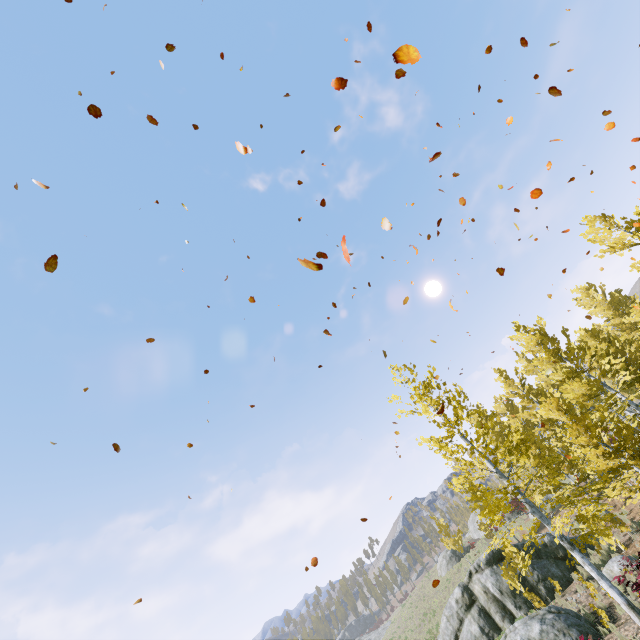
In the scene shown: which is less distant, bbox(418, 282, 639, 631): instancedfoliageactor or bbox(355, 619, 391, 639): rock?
bbox(418, 282, 639, 631): instancedfoliageactor

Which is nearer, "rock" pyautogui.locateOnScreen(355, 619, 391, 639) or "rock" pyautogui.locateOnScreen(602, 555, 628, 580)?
"rock" pyautogui.locateOnScreen(602, 555, 628, 580)

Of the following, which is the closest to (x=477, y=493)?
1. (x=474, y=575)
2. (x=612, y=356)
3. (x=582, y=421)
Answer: (x=582, y=421)

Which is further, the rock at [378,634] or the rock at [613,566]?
the rock at [378,634]

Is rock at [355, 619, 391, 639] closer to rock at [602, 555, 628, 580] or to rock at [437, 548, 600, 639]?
rock at [437, 548, 600, 639]

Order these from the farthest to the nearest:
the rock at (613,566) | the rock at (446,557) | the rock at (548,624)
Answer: the rock at (446,557) → the rock at (613,566) → the rock at (548,624)

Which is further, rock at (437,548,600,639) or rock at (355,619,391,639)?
rock at (355,619,391,639)

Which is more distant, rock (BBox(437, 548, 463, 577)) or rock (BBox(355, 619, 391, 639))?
rock (BBox(355, 619, 391, 639))
